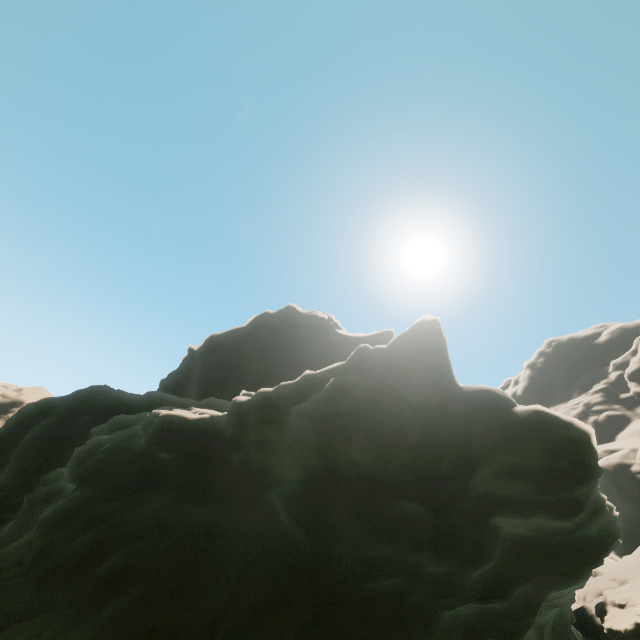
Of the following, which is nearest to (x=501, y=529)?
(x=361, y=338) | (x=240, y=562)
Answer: (x=240, y=562)
